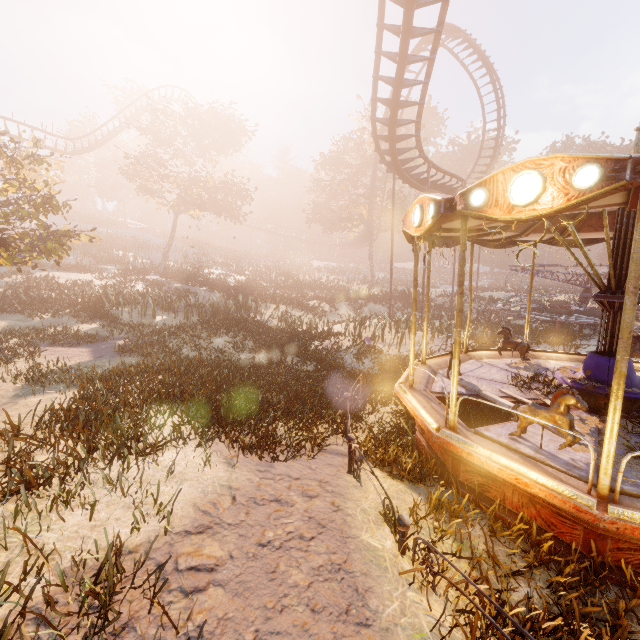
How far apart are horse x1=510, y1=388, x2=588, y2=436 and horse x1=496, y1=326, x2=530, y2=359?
4.47m

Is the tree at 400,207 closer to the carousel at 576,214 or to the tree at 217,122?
the tree at 217,122

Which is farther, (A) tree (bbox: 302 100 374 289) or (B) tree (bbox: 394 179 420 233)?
(A) tree (bbox: 302 100 374 289)

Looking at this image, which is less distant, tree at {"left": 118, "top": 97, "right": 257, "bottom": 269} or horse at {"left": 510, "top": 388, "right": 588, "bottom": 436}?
horse at {"left": 510, "top": 388, "right": 588, "bottom": 436}

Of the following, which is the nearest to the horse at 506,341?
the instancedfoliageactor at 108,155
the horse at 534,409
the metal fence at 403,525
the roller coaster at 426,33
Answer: the instancedfoliageactor at 108,155

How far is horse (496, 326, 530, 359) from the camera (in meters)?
9.06

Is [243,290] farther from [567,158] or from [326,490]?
[567,158]
